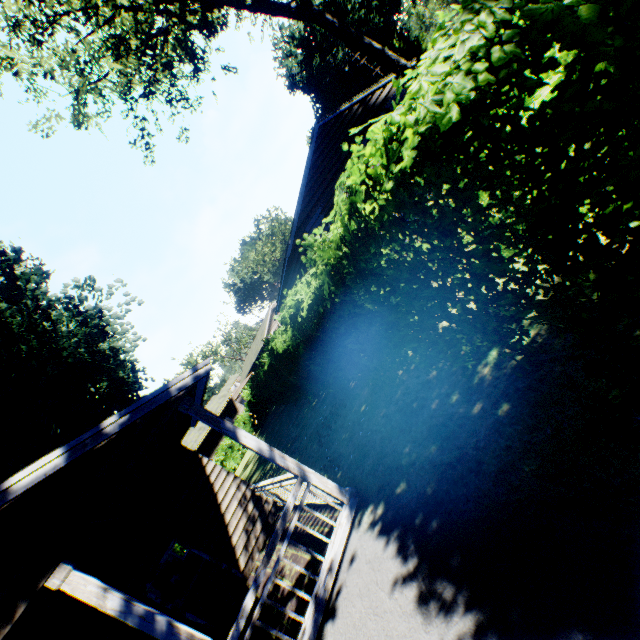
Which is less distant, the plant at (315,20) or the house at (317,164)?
the plant at (315,20)

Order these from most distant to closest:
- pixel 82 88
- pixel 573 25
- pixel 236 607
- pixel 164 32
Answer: pixel 164 32
pixel 82 88
pixel 236 607
pixel 573 25

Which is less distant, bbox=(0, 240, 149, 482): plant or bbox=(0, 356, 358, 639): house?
bbox=(0, 356, 358, 639): house

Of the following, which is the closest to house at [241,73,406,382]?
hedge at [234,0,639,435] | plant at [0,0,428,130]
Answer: plant at [0,0,428,130]

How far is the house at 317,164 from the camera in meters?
15.0 m

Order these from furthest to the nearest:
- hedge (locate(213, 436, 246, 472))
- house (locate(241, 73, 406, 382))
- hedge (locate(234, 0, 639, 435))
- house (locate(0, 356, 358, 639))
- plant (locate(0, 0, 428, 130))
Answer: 1. hedge (locate(213, 436, 246, 472))
2. house (locate(241, 73, 406, 382))
3. plant (locate(0, 0, 428, 130))
4. house (locate(0, 356, 358, 639))
5. hedge (locate(234, 0, 639, 435))

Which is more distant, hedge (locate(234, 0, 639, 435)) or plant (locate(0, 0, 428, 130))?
plant (locate(0, 0, 428, 130))

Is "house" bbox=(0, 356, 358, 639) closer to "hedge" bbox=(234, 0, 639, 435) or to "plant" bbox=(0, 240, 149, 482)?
"plant" bbox=(0, 240, 149, 482)
